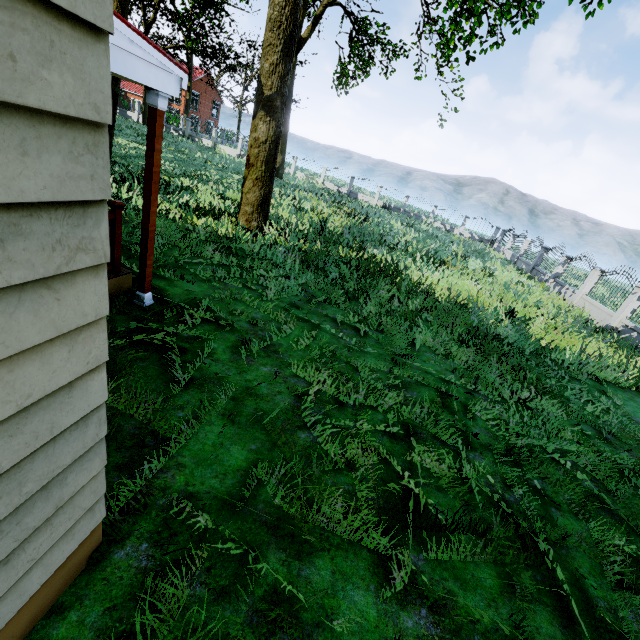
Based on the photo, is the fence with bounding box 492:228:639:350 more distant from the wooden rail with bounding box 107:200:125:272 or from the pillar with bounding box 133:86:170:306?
the pillar with bounding box 133:86:170:306

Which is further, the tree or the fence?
the fence

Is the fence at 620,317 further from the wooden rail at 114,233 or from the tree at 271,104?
the wooden rail at 114,233

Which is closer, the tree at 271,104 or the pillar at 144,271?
the pillar at 144,271

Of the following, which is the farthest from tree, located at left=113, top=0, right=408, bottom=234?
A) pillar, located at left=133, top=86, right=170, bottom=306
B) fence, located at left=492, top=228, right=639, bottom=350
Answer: pillar, located at left=133, top=86, right=170, bottom=306

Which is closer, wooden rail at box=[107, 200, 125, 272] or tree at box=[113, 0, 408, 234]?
wooden rail at box=[107, 200, 125, 272]

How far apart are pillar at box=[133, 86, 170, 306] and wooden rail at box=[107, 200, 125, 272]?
0.31m

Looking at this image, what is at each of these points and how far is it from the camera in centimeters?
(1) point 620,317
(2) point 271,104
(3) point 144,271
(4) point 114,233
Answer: (1) fence, 1265cm
(2) tree, 829cm
(3) pillar, 475cm
(4) wooden rail, 454cm
